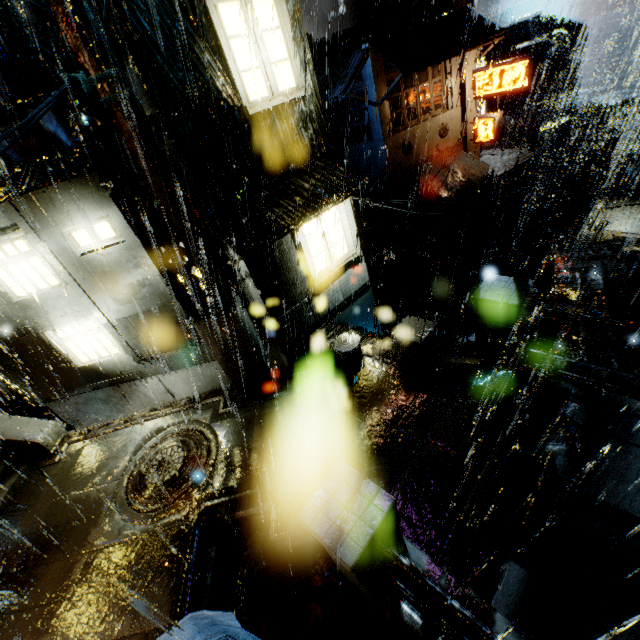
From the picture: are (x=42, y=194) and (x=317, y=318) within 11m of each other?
yes

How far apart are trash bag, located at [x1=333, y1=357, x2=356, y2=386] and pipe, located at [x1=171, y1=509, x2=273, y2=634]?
3.9 meters

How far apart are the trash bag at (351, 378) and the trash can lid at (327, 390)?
0.0 meters

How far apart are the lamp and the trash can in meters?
6.6 m

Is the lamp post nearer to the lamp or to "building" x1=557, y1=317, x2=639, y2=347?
the lamp

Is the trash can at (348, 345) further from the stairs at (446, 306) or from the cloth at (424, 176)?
the cloth at (424, 176)

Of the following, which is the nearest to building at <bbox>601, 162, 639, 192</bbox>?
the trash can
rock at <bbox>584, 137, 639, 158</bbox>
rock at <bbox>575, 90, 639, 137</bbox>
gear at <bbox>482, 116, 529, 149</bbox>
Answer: the trash can

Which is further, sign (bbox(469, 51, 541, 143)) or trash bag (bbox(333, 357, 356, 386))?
sign (bbox(469, 51, 541, 143))
